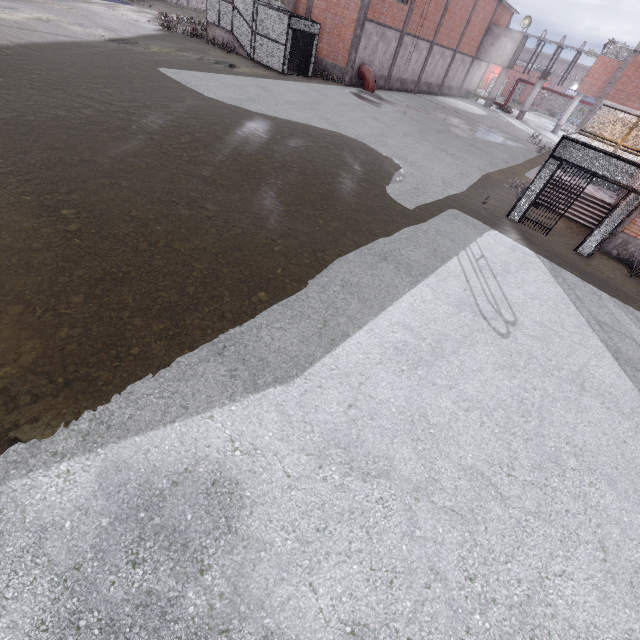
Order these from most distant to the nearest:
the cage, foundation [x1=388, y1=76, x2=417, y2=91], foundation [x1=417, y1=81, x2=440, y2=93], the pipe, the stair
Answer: foundation [x1=417, y1=81, x2=440, y2=93] < foundation [x1=388, y1=76, x2=417, y2=91] < the pipe < the stair < the cage

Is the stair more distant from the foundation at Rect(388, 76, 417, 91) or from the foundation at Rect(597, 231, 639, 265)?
the foundation at Rect(388, 76, 417, 91)

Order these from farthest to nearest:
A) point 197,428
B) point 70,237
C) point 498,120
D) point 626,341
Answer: point 498,120, point 626,341, point 70,237, point 197,428

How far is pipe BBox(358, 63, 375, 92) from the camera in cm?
2519

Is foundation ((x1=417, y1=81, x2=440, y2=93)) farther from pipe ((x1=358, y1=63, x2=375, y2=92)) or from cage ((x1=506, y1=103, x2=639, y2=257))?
pipe ((x1=358, y1=63, x2=375, y2=92))

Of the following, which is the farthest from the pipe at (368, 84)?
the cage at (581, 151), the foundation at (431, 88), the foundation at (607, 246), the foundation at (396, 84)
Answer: the foundation at (607, 246)

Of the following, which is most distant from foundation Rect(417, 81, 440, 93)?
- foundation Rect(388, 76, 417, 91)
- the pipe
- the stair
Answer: the stair

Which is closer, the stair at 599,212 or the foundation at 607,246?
the foundation at 607,246
